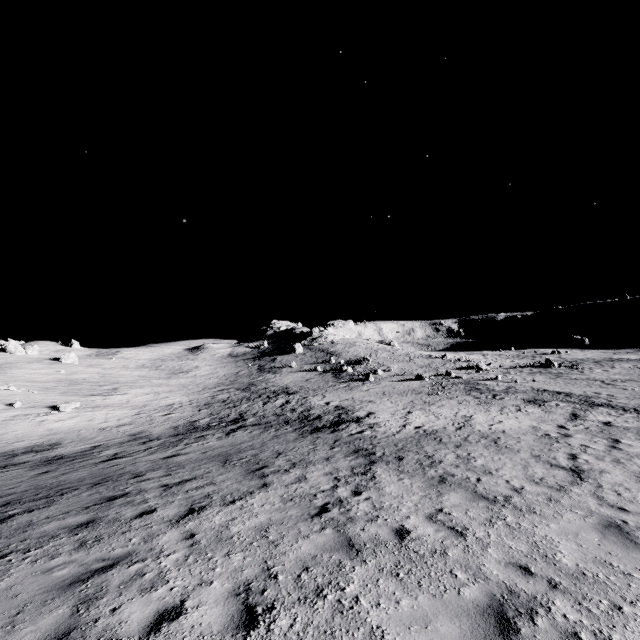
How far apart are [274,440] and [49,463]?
10.4m
